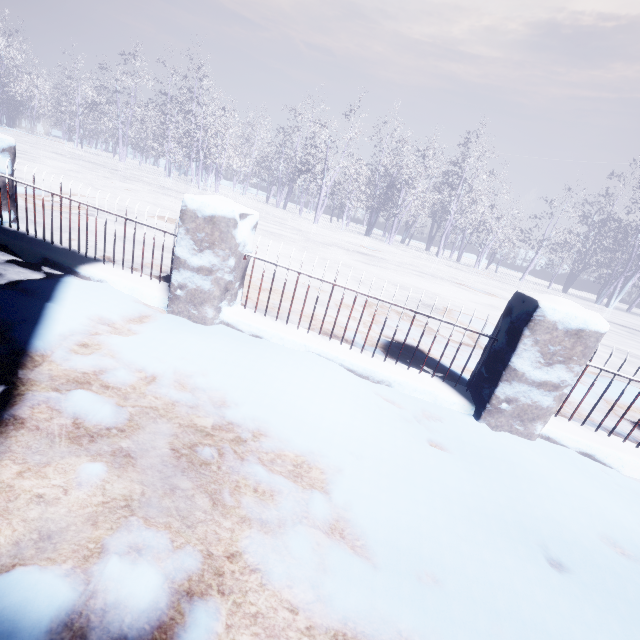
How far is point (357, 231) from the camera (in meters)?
23.80
